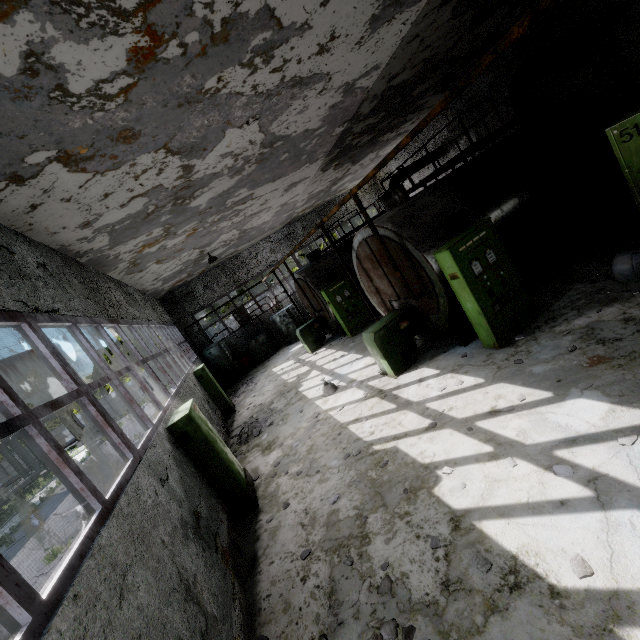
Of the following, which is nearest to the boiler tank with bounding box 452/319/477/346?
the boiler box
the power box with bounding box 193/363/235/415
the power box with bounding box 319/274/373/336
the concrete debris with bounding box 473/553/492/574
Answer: the boiler box

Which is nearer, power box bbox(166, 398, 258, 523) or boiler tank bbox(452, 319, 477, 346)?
power box bbox(166, 398, 258, 523)

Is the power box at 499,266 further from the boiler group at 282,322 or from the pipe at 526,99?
the boiler group at 282,322

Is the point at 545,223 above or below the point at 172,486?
below

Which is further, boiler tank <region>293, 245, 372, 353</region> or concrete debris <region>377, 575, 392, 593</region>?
boiler tank <region>293, 245, 372, 353</region>

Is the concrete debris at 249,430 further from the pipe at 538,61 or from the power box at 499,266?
the pipe at 538,61

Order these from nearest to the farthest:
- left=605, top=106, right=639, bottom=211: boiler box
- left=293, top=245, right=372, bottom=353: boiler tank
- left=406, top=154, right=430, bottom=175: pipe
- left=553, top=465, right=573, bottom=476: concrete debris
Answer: left=553, top=465, right=573, bottom=476: concrete debris < left=605, top=106, right=639, bottom=211: boiler box < left=293, top=245, right=372, bottom=353: boiler tank < left=406, top=154, right=430, bottom=175: pipe

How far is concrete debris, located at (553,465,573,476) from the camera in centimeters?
371cm
